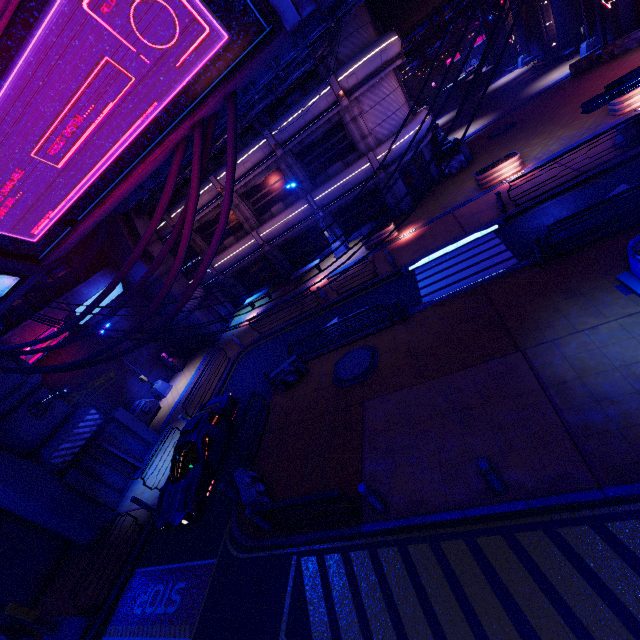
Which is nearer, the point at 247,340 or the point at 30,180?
the point at 30,180

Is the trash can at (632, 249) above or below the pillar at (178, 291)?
below

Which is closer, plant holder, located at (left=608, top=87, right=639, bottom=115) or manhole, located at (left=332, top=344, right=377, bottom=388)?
manhole, located at (left=332, top=344, right=377, bottom=388)

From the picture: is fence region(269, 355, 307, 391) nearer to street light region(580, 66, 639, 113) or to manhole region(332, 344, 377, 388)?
manhole region(332, 344, 377, 388)

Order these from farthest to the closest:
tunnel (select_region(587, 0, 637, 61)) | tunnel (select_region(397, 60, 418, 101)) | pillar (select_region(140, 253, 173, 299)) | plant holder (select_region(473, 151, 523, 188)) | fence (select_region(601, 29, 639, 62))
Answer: tunnel (select_region(397, 60, 418, 101)), pillar (select_region(140, 253, 173, 299)), tunnel (select_region(587, 0, 637, 61)), fence (select_region(601, 29, 639, 62)), plant holder (select_region(473, 151, 523, 188))

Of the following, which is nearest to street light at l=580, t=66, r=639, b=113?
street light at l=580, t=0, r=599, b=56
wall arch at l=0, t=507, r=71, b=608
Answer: wall arch at l=0, t=507, r=71, b=608

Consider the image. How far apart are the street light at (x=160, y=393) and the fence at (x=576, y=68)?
36.7m

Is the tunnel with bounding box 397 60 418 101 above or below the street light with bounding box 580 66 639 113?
above
